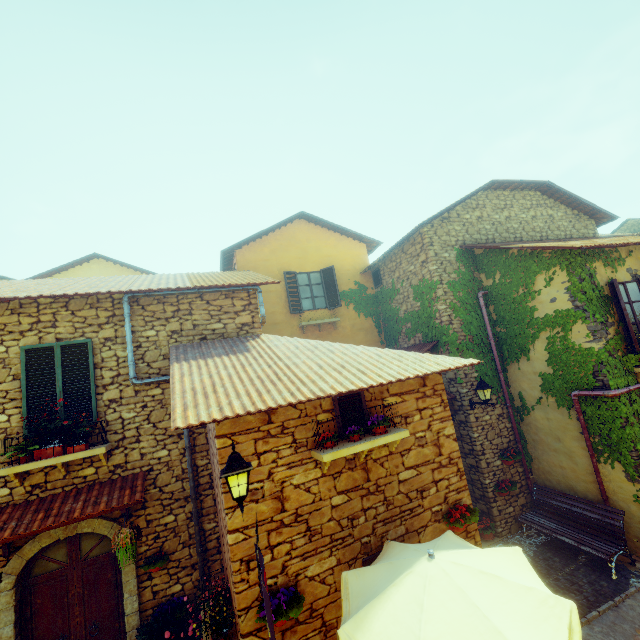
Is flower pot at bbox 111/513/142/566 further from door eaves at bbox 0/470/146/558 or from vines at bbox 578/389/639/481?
vines at bbox 578/389/639/481

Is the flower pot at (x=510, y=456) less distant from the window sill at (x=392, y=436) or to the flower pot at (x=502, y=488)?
the flower pot at (x=502, y=488)

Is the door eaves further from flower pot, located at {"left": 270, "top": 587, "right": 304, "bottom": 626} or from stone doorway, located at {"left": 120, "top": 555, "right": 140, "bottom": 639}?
flower pot, located at {"left": 270, "top": 587, "right": 304, "bottom": 626}

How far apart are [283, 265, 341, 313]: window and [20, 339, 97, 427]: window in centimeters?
654cm

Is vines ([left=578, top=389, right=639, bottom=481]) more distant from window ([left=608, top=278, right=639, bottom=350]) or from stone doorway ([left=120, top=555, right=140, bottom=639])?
stone doorway ([left=120, top=555, right=140, bottom=639])

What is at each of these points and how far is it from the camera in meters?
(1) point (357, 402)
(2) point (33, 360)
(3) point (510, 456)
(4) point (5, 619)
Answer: (1) window, 5.4 m
(2) window, 6.0 m
(3) flower pot, 8.9 m
(4) stone doorway, 5.2 m

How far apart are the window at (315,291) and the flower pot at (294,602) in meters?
8.5

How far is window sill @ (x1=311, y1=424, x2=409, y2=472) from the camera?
4.6m
